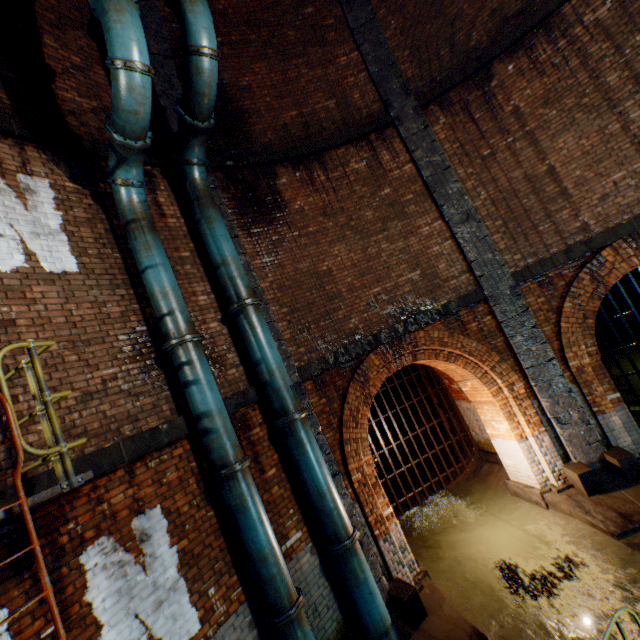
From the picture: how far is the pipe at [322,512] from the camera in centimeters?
517cm

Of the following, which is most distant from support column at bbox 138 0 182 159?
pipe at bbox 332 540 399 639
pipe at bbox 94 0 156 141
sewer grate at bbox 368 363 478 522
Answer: sewer grate at bbox 368 363 478 522

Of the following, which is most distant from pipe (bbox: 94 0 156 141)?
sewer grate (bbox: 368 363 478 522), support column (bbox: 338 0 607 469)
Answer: support column (bbox: 338 0 607 469)

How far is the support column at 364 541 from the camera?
5.7 meters

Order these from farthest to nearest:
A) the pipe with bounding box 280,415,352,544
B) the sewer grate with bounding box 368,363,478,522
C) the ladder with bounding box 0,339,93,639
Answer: the sewer grate with bounding box 368,363,478,522
the pipe with bounding box 280,415,352,544
the ladder with bounding box 0,339,93,639

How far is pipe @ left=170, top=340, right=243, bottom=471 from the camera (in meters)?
4.55

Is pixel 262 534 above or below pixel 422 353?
below

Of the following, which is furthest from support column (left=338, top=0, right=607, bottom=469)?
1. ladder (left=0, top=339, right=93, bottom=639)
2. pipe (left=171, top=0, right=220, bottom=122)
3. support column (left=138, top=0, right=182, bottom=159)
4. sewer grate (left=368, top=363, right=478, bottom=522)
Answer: ladder (left=0, top=339, right=93, bottom=639)
